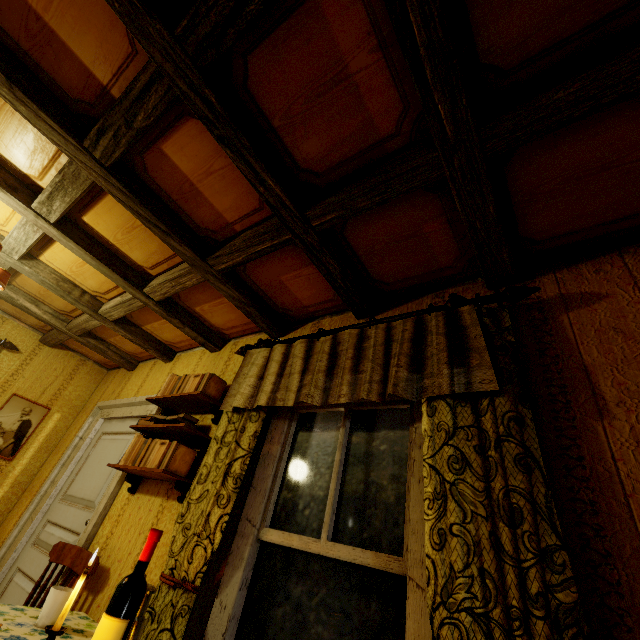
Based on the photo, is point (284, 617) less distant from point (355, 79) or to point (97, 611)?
point (97, 611)

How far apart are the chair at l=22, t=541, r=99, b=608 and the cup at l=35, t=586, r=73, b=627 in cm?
56

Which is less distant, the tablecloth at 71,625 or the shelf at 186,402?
the tablecloth at 71,625

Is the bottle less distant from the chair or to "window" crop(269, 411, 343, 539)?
"window" crop(269, 411, 343, 539)

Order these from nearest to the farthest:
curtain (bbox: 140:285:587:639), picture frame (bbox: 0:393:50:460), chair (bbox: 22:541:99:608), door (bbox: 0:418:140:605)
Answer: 1. curtain (bbox: 140:285:587:639)
2. chair (bbox: 22:541:99:608)
3. door (bbox: 0:418:140:605)
4. picture frame (bbox: 0:393:50:460)

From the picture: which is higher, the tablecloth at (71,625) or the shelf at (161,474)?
the shelf at (161,474)

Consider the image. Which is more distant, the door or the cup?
the door

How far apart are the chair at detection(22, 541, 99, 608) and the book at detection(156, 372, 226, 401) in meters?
1.1
